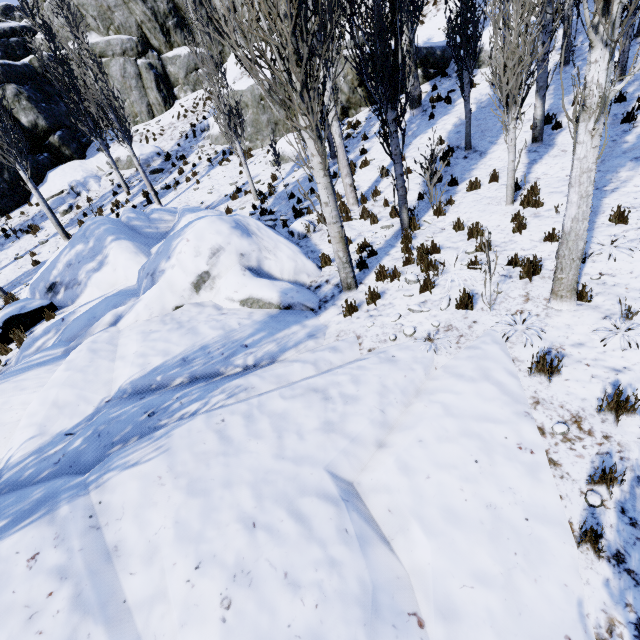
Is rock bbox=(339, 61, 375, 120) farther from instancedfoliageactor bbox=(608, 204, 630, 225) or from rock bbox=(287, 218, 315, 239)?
rock bbox=(287, 218, 315, 239)

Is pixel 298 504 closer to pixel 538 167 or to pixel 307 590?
pixel 307 590

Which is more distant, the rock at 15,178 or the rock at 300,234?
the rock at 15,178

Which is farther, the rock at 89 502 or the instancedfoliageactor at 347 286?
the instancedfoliageactor at 347 286

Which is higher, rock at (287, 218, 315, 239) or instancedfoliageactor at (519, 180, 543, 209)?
rock at (287, 218, 315, 239)

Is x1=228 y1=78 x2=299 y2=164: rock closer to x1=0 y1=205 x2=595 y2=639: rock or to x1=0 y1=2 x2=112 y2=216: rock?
x1=0 y1=2 x2=112 y2=216: rock

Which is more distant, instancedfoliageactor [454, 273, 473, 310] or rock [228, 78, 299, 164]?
rock [228, 78, 299, 164]

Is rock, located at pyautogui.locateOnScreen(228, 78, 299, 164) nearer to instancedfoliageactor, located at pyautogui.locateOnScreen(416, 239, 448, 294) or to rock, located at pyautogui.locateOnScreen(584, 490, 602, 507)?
instancedfoliageactor, located at pyautogui.locateOnScreen(416, 239, 448, 294)
